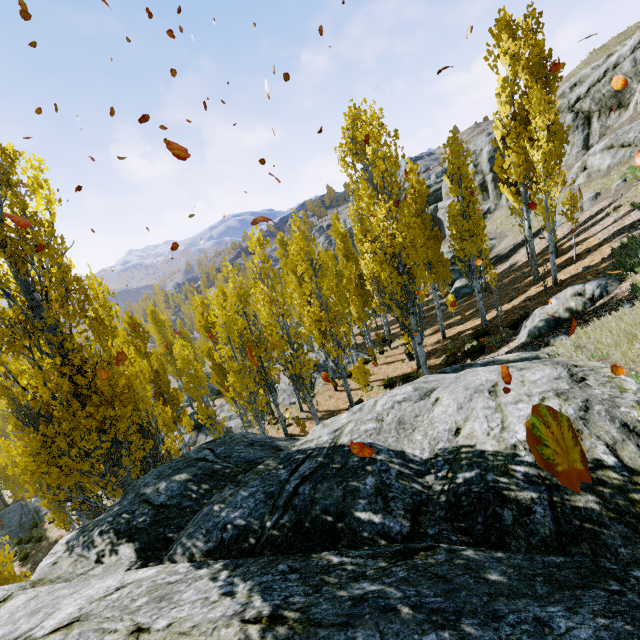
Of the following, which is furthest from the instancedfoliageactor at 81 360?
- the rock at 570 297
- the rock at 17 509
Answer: the rock at 570 297

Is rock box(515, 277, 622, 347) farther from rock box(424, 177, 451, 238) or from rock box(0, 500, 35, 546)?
rock box(0, 500, 35, 546)

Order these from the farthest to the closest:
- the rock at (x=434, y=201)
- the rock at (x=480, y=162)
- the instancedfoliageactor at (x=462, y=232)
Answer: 1. the rock at (x=434, y=201)
2. the rock at (x=480, y=162)
3. the instancedfoliageactor at (x=462, y=232)

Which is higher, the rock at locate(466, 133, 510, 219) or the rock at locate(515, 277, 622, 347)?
the rock at locate(466, 133, 510, 219)

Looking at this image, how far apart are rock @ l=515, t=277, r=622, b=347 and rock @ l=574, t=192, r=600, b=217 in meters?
14.1

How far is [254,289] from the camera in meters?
18.7

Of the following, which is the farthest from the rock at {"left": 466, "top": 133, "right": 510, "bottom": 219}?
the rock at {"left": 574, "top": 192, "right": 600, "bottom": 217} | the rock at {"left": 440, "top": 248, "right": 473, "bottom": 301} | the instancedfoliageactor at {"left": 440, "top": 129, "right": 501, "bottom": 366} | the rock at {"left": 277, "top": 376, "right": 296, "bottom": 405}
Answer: the rock at {"left": 574, "top": 192, "right": 600, "bottom": 217}

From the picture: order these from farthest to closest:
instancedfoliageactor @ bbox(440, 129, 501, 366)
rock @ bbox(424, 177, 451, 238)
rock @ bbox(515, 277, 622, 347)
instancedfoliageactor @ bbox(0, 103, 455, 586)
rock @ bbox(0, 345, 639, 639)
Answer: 1. rock @ bbox(424, 177, 451, 238)
2. instancedfoliageactor @ bbox(440, 129, 501, 366)
3. rock @ bbox(515, 277, 622, 347)
4. instancedfoliageactor @ bbox(0, 103, 455, 586)
5. rock @ bbox(0, 345, 639, 639)
